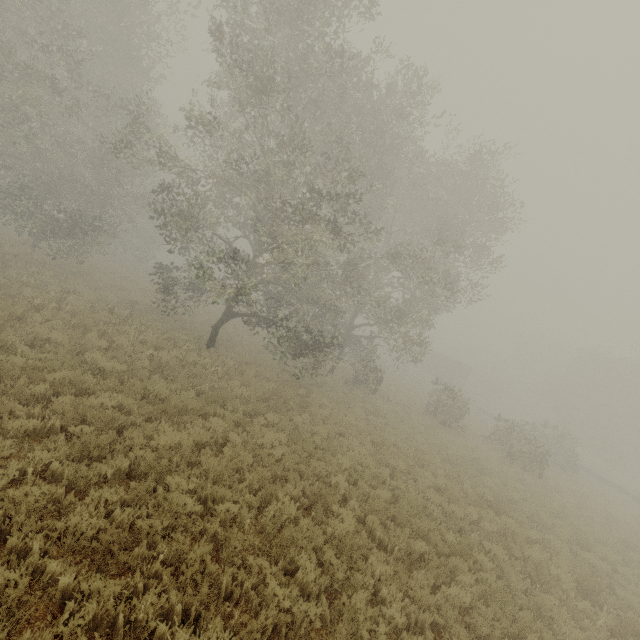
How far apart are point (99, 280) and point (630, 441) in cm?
5226

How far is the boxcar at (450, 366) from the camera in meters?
48.2 m

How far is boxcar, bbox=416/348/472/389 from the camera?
48.2m

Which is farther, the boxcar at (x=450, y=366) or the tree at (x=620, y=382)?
the boxcar at (x=450, y=366)

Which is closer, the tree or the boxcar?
the tree
